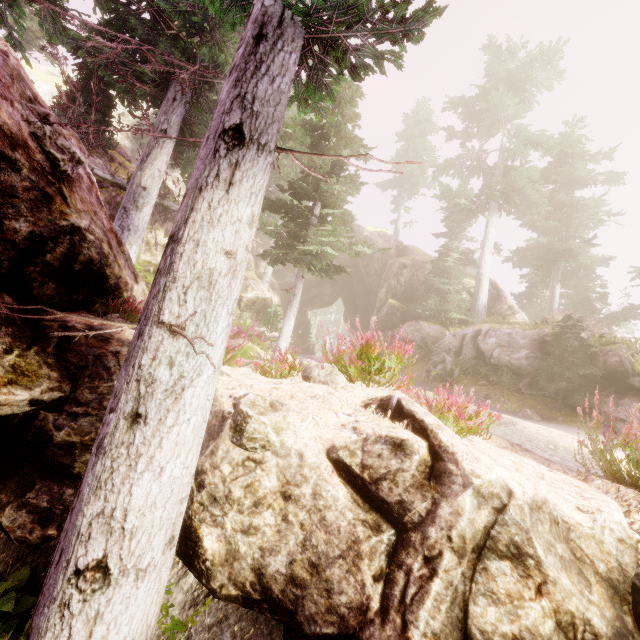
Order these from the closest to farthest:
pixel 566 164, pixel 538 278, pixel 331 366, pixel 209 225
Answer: pixel 209 225 < pixel 331 366 < pixel 566 164 < pixel 538 278

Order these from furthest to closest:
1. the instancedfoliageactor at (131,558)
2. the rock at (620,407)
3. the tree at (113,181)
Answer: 1. the tree at (113,181)
2. the rock at (620,407)
3. the instancedfoliageactor at (131,558)

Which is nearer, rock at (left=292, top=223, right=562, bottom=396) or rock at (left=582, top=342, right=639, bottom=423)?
rock at (left=582, top=342, right=639, bottom=423)

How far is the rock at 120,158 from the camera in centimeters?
1414cm

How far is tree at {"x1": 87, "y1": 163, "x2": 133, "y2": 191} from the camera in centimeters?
1264cm

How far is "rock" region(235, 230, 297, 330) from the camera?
21.3m

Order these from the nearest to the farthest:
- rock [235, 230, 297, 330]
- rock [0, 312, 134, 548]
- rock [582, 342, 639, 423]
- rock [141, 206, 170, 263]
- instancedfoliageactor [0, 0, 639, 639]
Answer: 1. instancedfoliageactor [0, 0, 639, 639]
2. rock [0, 312, 134, 548]
3. rock [582, 342, 639, 423]
4. rock [141, 206, 170, 263]
5. rock [235, 230, 297, 330]
